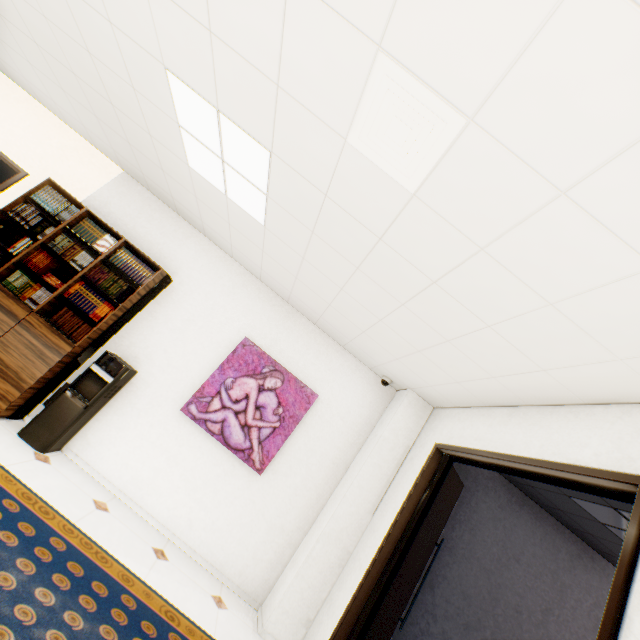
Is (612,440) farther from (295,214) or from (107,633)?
(107,633)

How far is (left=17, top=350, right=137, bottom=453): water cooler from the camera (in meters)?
3.25

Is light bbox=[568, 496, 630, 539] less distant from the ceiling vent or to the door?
the door

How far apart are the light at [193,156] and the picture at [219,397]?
1.66m

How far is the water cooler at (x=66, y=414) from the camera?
3.2 meters

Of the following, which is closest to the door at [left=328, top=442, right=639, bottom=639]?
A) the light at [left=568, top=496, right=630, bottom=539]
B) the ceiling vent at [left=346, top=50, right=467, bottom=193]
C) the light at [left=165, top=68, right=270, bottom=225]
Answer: the light at [left=568, top=496, right=630, bottom=539]

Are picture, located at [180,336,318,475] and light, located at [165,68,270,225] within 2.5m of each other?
yes

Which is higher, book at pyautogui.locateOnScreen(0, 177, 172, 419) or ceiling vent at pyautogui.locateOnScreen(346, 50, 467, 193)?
ceiling vent at pyautogui.locateOnScreen(346, 50, 467, 193)
